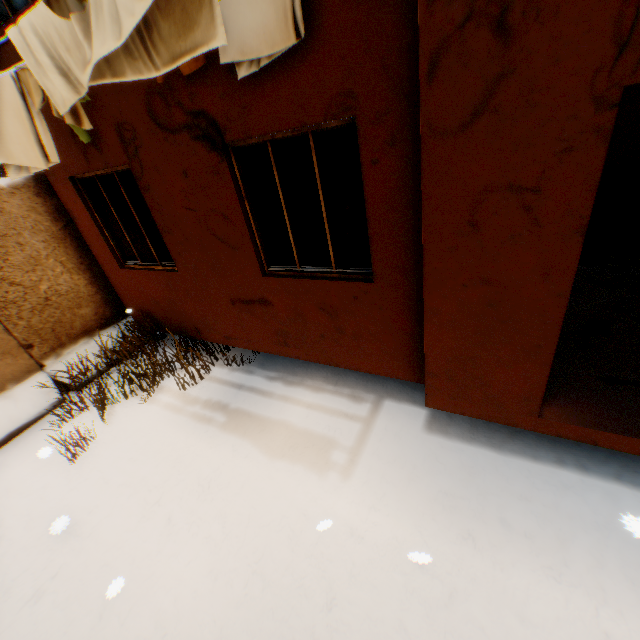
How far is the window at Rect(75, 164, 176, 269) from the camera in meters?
4.6 m

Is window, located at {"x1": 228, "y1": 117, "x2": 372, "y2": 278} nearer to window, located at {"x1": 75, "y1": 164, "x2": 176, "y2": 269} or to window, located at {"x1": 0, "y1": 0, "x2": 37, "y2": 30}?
window, located at {"x1": 75, "y1": 164, "x2": 176, "y2": 269}

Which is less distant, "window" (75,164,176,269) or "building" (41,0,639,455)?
"building" (41,0,639,455)

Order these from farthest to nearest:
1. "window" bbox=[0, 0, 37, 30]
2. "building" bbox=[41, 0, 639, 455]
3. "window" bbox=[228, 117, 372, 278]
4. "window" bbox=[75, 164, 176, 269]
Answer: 1. "window" bbox=[75, 164, 176, 269]
2. "window" bbox=[0, 0, 37, 30]
3. "window" bbox=[228, 117, 372, 278]
4. "building" bbox=[41, 0, 639, 455]

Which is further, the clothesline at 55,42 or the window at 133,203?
the window at 133,203

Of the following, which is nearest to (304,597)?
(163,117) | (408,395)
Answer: (408,395)

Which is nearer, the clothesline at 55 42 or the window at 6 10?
the clothesline at 55 42

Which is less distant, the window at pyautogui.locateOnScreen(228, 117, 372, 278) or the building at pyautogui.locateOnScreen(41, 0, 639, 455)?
the building at pyautogui.locateOnScreen(41, 0, 639, 455)
